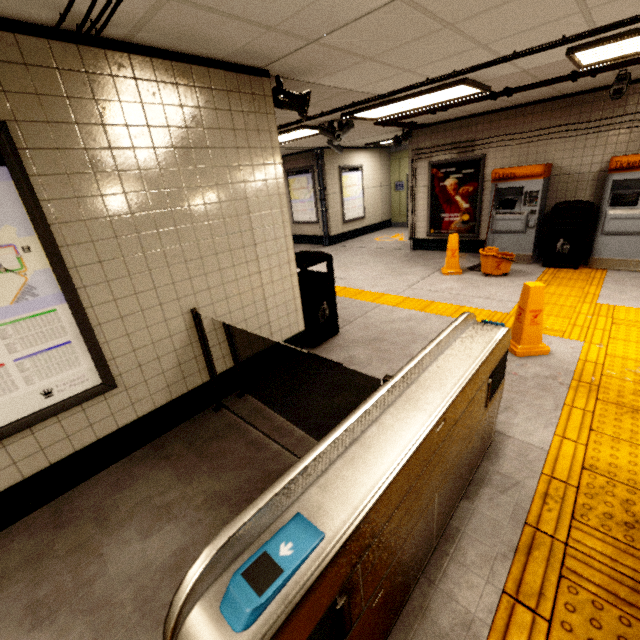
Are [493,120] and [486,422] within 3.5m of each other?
no

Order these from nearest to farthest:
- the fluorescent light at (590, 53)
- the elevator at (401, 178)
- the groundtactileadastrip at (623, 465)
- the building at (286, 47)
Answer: the groundtactileadastrip at (623, 465) → the building at (286, 47) → the fluorescent light at (590, 53) → the elevator at (401, 178)

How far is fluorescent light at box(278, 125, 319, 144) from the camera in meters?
5.9 m

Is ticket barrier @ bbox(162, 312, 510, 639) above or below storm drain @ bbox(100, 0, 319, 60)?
below

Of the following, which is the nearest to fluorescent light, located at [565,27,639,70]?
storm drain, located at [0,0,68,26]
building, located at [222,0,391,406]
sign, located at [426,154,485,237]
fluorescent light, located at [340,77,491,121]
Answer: storm drain, located at [0,0,68,26]

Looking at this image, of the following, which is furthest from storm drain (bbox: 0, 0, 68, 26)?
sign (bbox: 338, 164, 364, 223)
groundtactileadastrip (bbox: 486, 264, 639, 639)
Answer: groundtactileadastrip (bbox: 486, 264, 639, 639)

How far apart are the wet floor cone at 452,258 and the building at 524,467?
3.96m

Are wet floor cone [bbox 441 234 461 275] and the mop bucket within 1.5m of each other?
yes
